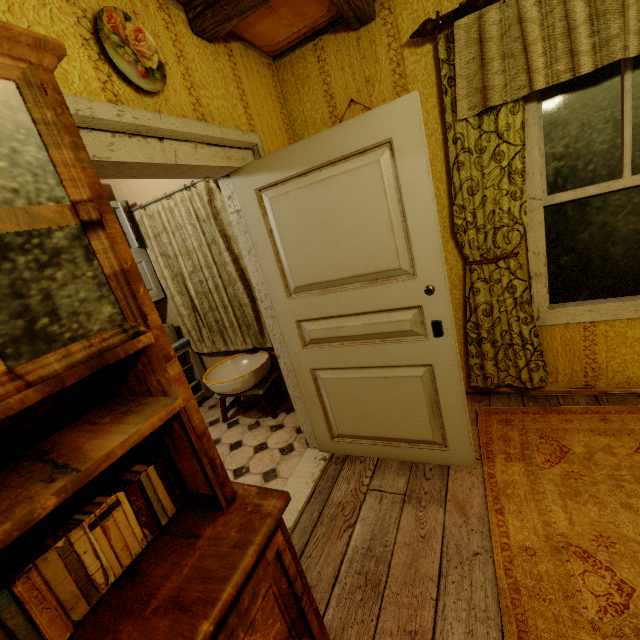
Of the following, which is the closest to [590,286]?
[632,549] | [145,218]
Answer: [632,549]

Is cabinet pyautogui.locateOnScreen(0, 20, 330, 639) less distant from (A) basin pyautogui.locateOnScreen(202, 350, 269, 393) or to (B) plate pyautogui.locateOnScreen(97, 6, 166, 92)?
(B) plate pyautogui.locateOnScreen(97, 6, 166, 92)

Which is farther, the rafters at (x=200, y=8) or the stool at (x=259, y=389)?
the stool at (x=259, y=389)

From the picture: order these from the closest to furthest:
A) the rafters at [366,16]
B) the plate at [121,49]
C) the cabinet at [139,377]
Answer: the cabinet at [139,377] < the plate at [121,49] < the rafters at [366,16]

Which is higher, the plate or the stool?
the plate

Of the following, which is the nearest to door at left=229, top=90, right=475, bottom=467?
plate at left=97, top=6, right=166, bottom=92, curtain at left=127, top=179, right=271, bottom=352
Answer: plate at left=97, top=6, right=166, bottom=92

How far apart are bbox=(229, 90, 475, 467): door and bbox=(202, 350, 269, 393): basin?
0.81m

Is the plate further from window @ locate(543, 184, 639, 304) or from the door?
window @ locate(543, 184, 639, 304)
